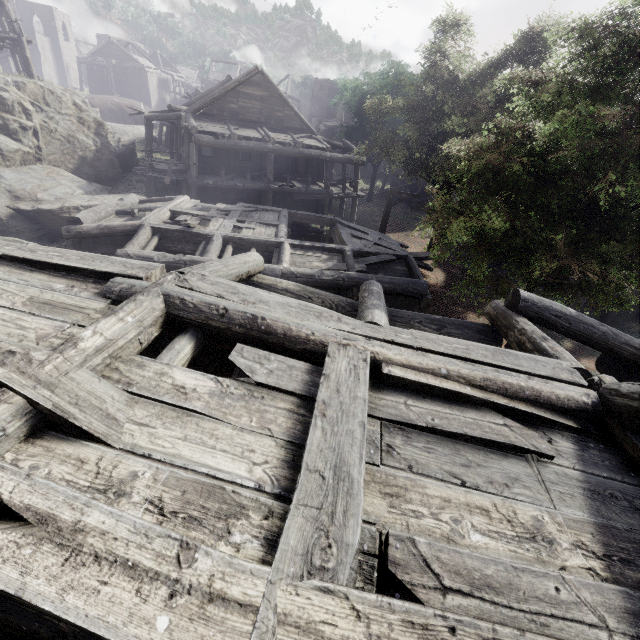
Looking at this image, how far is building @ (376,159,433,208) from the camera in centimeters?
3394cm

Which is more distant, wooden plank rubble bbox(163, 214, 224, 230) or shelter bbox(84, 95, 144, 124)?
shelter bbox(84, 95, 144, 124)

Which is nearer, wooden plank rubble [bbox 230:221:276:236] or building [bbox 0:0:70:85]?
wooden plank rubble [bbox 230:221:276:236]

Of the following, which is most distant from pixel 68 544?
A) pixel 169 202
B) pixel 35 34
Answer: pixel 35 34

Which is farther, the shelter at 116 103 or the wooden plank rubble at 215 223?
the shelter at 116 103

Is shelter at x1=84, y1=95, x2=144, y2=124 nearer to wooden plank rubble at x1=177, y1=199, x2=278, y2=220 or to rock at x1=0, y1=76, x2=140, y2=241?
rock at x1=0, y1=76, x2=140, y2=241

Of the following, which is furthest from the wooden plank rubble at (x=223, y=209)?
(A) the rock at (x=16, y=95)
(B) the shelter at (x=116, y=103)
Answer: (B) the shelter at (x=116, y=103)

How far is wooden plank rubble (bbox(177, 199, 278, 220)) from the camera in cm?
1298
